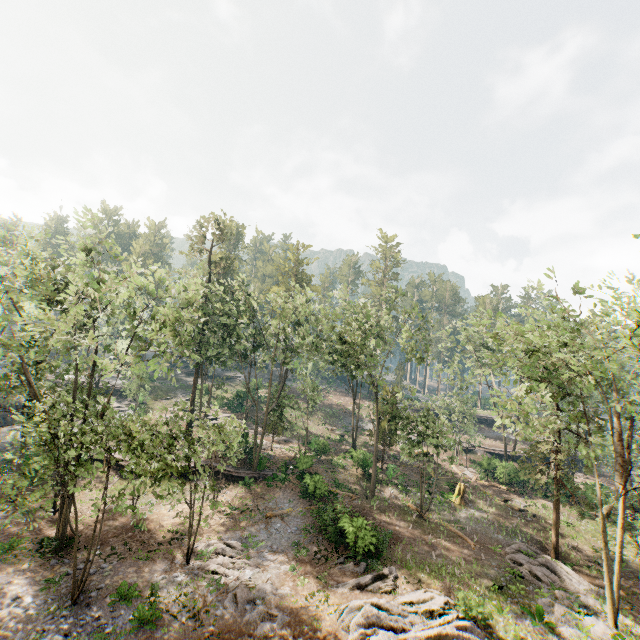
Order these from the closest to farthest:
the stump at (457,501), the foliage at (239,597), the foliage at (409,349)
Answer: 1. the foliage at (239,597)
2. the foliage at (409,349)
3. the stump at (457,501)

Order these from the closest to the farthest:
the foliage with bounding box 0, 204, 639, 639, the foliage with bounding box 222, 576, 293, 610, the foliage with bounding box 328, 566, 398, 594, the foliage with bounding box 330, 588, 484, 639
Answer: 1. the foliage with bounding box 330, 588, 484, 639
2. the foliage with bounding box 0, 204, 639, 639
3. the foliage with bounding box 222, 576, 293, 610
4. the foliage with bounding box 328, 566, 398, 594

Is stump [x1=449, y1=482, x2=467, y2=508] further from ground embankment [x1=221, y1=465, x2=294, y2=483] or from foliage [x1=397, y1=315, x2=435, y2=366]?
ground embankment [x1=221, y1=465, x2=294, y2=483]

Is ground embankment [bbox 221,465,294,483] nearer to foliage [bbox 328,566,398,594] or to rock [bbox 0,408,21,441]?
foliage [bbox 328,566,398,594]

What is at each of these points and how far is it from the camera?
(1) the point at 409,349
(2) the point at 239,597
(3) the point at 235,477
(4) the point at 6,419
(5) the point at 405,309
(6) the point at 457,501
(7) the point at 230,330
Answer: (1) foliage, 28.7m
(2) foliage, 17.0m
(3) ground embankment, 30.0m
(4) rock, 35.6m
(5) foliage, 31.0m
(6) stump, 30.0m
(7) foliage, 33.6m

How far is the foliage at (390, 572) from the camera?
18.3 meters

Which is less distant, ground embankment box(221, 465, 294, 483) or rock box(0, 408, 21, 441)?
ground embankment box(221, 465, 294, 483)
